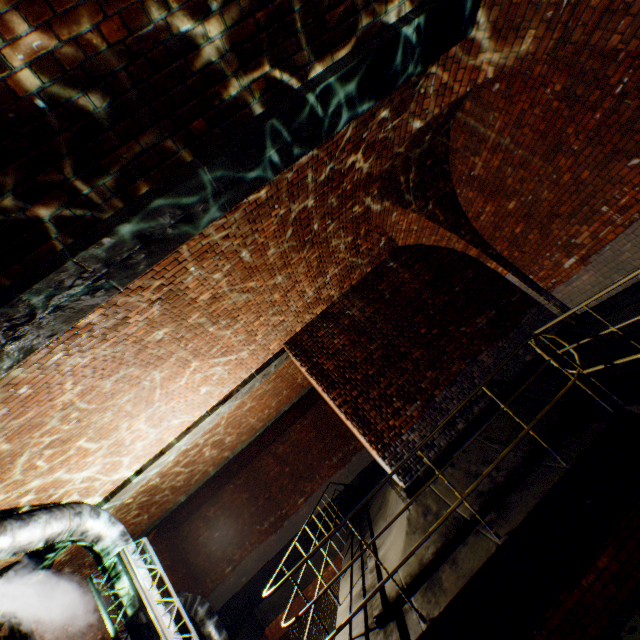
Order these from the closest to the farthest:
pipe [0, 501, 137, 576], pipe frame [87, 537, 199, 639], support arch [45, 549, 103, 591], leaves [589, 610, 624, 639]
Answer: leaves [589, 610, 624, 639] → pipe [0, 501, 137, 576] → pipe frame [87, 537, 199, 639] → support arch [45, 549, 103, 591]

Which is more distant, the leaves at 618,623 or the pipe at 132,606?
the pipe at 132,606

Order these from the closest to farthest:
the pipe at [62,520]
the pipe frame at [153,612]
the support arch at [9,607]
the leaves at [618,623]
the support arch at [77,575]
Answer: the leaves at [618,623], the pipe at [62,520], the pipe frame at [153,612], the support arch at [9,607], the support arch at [77,575]

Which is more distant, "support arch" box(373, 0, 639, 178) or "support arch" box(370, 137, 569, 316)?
"support arch" box(370, 137, 569, 316)

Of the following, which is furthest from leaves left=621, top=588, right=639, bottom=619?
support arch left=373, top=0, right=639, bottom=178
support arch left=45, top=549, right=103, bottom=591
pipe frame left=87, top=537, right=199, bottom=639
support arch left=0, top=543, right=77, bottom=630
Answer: support arch left=45, top=549, right=103, bottom=591

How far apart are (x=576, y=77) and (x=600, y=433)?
4.54m

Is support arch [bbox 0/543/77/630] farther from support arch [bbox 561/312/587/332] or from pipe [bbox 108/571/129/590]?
support arch [bbox 561/312/587/332]

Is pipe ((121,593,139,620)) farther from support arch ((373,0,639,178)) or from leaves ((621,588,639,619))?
support arch ((373,0,639,178))
